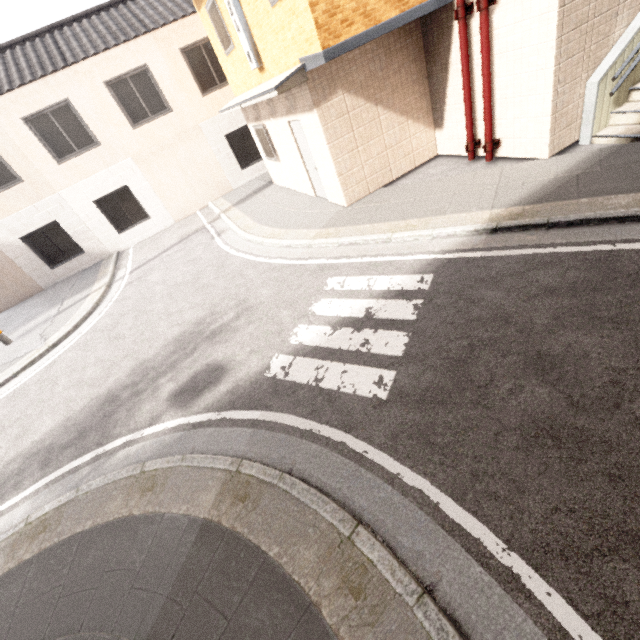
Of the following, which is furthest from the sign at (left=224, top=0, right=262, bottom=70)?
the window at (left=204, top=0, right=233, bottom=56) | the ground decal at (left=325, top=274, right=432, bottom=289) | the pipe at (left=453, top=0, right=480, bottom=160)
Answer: the ground decal at (left=325, top=274, right=432, bottom=289)

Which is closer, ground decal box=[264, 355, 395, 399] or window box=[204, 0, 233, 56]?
ground decal box=[264, 355, 395, 399]

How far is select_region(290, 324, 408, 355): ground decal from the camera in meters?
4.2 m

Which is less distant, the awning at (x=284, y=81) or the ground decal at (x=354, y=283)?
the ground decal at (x=354, y=283)

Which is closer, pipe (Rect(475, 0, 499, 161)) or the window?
pipe (Rect(475, 0, 499, 161))

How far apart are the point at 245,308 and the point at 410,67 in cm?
667

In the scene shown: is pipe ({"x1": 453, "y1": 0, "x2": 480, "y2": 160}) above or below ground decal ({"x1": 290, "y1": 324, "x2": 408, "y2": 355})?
above

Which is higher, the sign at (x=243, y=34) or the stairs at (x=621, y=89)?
the sign at (x=243, y=34)
